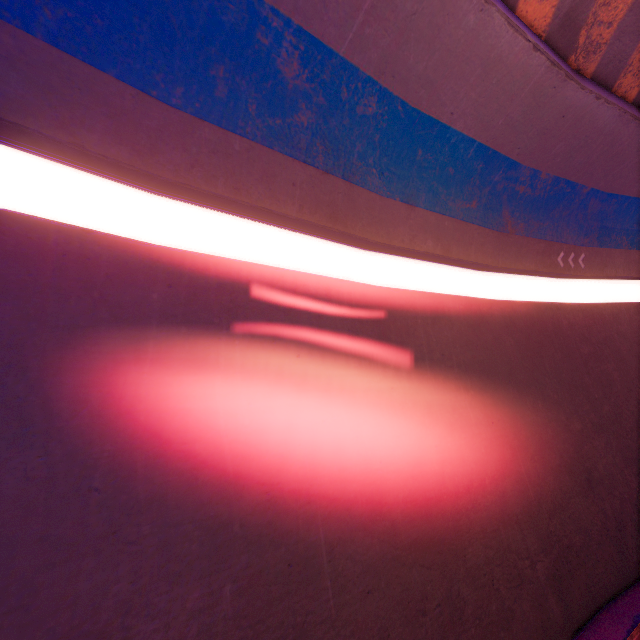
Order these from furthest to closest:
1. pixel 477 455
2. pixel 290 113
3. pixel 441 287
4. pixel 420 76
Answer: pixel 441 287, pixel 477 455, pixel 420 76, pixel 290 113
